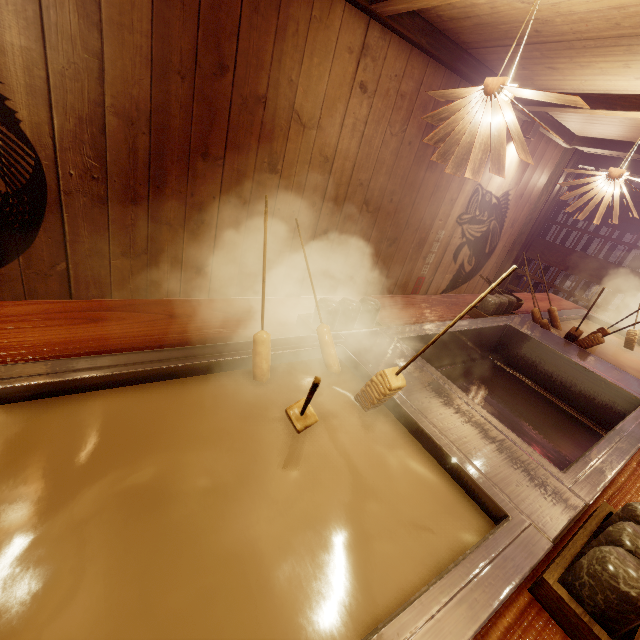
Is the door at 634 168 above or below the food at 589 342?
above

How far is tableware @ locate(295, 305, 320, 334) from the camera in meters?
2.6 m

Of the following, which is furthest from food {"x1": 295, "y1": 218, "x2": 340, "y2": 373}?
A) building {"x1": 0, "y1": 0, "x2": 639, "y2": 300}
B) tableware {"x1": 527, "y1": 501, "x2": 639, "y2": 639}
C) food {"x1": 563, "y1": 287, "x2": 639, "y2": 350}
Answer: food {"x1": 563, "y1": 287, "x2": 639, "y2": 350}

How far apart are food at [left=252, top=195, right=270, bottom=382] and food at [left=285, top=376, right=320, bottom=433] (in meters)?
0.28

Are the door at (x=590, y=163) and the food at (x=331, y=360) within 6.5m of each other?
no

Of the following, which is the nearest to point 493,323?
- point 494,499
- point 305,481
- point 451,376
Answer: point 451,376

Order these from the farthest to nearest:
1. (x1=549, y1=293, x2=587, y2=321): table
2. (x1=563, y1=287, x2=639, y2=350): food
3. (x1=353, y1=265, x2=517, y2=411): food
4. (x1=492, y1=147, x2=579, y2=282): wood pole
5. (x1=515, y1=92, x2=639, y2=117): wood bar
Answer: (x1=492, y1=147, x2=579, y2=282): wood pole < (x1=549, y1=293, x2=587, y2=321): table < (x1=515, y1=92, x2=639, y2=117): wood bar < (x1=563, y1=287, x2=639, y2=350): food < (x1=353, y1=265, x2=517, y2=411): food

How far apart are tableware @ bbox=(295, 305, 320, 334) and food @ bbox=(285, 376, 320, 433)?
0.8 meters
